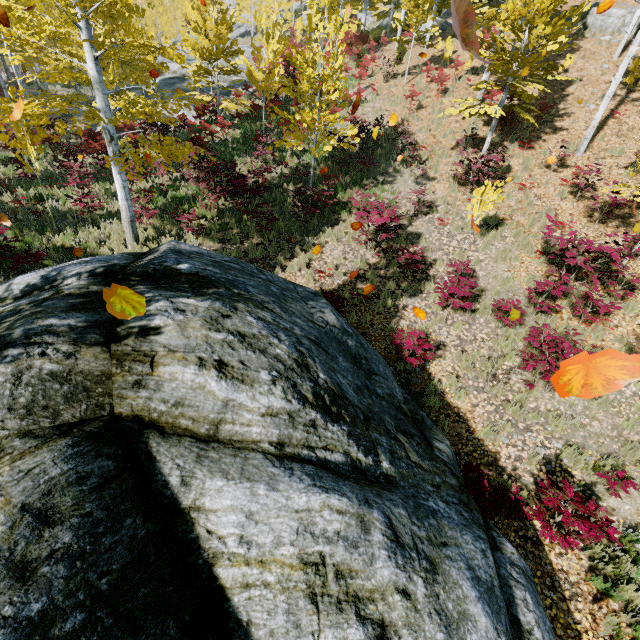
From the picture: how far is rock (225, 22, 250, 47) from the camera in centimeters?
4420cm

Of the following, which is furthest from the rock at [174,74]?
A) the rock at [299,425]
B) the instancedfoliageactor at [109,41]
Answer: the rock at [299,425]

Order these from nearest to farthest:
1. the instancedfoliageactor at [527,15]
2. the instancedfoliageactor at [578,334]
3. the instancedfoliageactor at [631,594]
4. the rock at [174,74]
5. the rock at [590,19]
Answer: the instancedfoliageactor at [631,594], the instancedfoliageactor at [578,334], the instancedfoliageactor at [527,15], the rock at [590,19], the rock at [174,74]

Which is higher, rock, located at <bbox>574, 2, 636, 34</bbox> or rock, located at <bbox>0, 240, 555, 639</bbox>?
rock, located at <bbox>574, 2, 636, 34</bbox>

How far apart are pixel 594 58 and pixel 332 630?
24.4 meters

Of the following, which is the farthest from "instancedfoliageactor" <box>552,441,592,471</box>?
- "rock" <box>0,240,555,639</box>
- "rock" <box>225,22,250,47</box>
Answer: "rock" <box>0,240,555,639</box>

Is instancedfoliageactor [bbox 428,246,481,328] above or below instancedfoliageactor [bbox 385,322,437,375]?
above

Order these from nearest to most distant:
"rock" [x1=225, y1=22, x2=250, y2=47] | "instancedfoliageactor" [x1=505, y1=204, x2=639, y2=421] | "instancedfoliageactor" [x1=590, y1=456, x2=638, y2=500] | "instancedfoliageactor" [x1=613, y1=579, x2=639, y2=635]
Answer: "instancedfoliageactor" [x1=613, y1=579, x2=639, y2=635]
"instancedfoliageactor" [x1=590, y1=456, x2=638, y2=500]
"instancedfoliageactor" [x1=505, y1=204, x2=639, y2=421]
"rock" [x1=225, y1=22, x2=250, y2=47]
